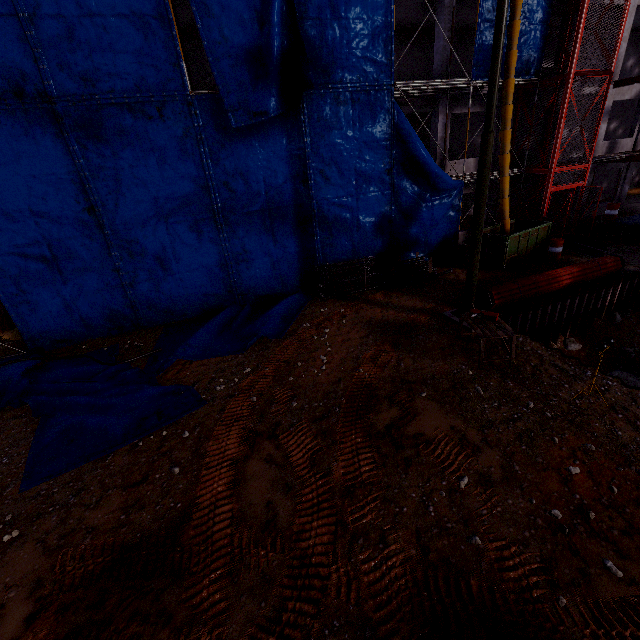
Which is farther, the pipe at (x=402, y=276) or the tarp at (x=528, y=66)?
the pipe at (x=402, y=276)

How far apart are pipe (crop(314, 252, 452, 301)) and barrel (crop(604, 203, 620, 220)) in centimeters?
1473cm

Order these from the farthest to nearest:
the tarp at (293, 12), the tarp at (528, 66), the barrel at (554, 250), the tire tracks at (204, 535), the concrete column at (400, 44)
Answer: the concrete column at (400, 44)
the barrel at (554, 250)
the tarp at (528, 66)
the tarp at (293, 12)
the tire tracks at (204, 535)

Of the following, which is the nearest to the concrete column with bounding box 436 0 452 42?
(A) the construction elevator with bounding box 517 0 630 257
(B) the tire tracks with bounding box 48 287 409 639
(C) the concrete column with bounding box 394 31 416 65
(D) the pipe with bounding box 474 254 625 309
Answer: (C) the concrete column with bounding box 394 31 416 65

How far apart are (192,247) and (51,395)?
6.79m

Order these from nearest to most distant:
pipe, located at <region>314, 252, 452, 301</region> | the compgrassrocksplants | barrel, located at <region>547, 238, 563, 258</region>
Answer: the compgrassrocksplants, pipe, located at <region>314, 252, 452, 301</region>, barrel, located at <region>547, 238, 563, 258</region>

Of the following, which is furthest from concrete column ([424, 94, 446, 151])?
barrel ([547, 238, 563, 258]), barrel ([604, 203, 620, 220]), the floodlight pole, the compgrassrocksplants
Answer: the compgrassrocksplants

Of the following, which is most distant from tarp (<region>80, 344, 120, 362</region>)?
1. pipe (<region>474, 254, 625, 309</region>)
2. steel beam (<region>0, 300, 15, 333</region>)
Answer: pipe (<region>474, 254, 625, 309</region>)
